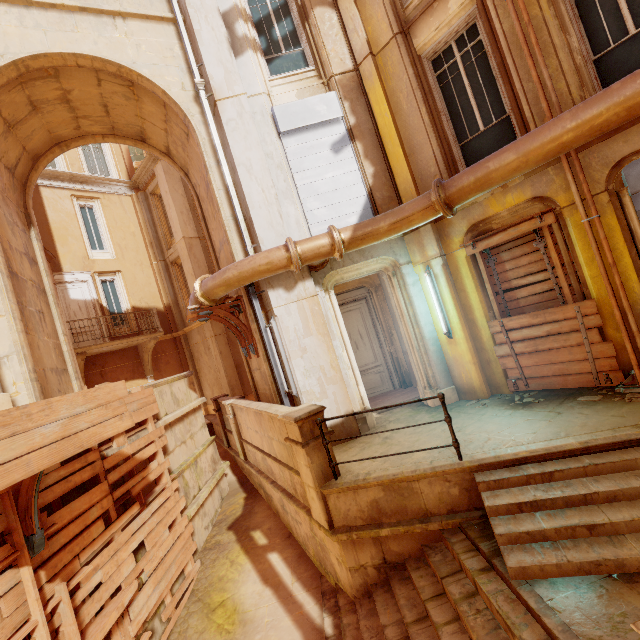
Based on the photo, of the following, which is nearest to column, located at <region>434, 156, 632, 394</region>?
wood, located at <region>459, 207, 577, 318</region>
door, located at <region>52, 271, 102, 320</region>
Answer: wood, located at <region>459, 207, 577, 318</region>

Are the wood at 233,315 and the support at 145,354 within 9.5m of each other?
yes

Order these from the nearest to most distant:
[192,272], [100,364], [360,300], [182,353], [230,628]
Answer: [230,628] → [360,300] → [100,364] → [192,272] → [182,353]

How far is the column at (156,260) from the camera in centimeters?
1677cm

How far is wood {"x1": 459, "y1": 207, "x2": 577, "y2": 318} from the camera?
5.62m

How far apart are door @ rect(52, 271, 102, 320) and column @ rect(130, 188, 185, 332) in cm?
274

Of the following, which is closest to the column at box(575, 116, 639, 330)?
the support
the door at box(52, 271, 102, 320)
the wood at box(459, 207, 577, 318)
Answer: the wood at box(459, 207, 577, 318)

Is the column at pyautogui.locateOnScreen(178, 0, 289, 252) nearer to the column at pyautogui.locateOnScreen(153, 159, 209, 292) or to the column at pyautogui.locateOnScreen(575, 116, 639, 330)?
the column at pyautogui.locateOnScreen(575, 116, 639, 330)
